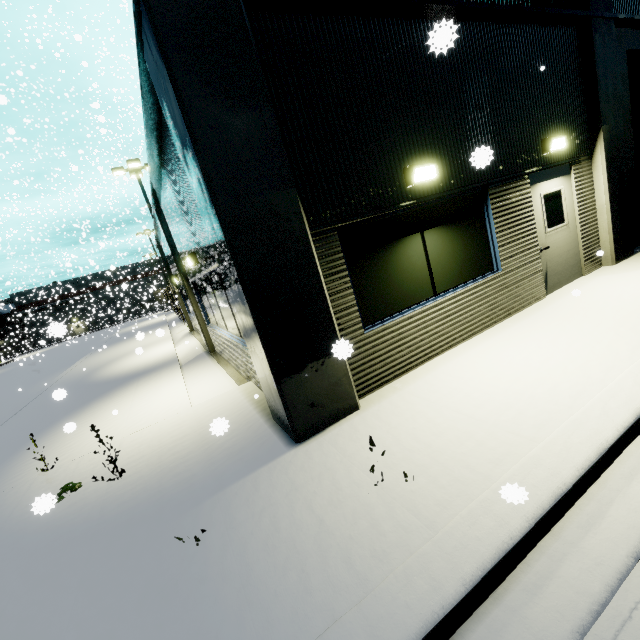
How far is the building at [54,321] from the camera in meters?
3.7

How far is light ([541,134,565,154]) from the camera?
5.9m

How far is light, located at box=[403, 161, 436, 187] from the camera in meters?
4.5

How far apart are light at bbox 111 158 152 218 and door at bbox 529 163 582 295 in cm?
1878

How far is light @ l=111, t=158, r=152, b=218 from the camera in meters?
17.9

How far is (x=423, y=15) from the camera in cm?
454

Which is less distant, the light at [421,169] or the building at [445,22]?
the building at [445,22]

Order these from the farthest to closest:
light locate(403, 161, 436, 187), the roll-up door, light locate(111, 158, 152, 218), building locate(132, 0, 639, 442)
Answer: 1. light locate(111, 158, 152, 218)
2. the roll-up door
3. light locate(403, 161, 436, 187)
4. building locate(132, 0, 639, 442)
